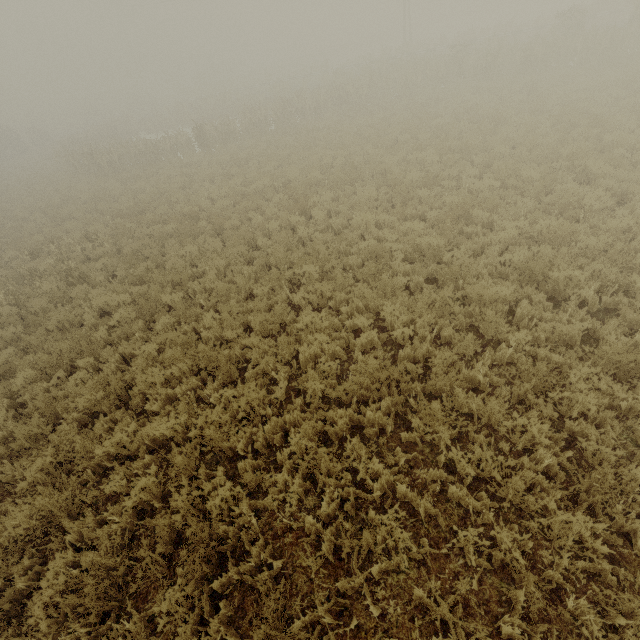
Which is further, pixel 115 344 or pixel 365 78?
pixel 365 78

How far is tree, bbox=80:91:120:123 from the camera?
50.75m

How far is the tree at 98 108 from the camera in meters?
50.8 m
